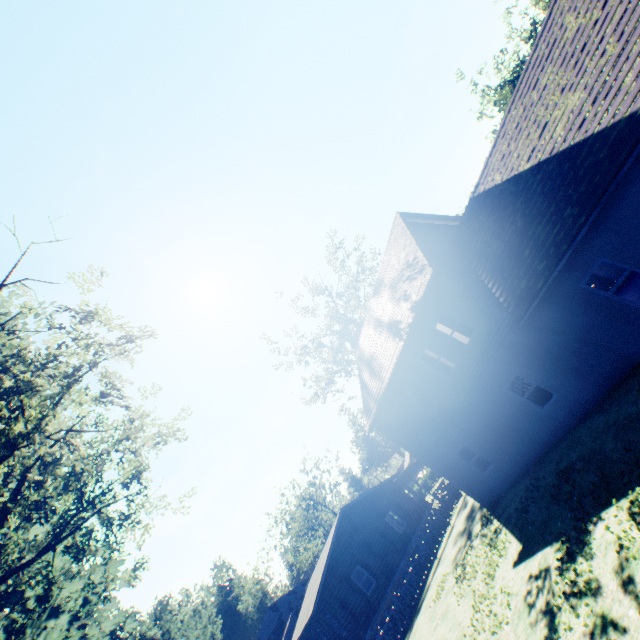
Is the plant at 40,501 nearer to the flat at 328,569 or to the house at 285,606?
the house at 285,606

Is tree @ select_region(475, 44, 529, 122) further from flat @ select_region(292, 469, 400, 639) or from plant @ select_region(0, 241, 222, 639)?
flat @ select_region(292, 469, 400, 639)

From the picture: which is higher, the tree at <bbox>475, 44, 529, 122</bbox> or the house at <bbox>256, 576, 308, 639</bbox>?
the tree at <bbox>475, 44, 529, 122</bbox>

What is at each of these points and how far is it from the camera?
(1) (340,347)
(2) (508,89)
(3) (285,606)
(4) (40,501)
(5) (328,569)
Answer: (1) tree, 33.8m
(2) tree, 34.7m
(3) house, 46.6m
(4) plant, 10.0m
(5) flat, 23.1m

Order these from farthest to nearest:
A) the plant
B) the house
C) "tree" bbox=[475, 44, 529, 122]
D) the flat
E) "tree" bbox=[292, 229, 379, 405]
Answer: the house, "tree" bbox=[475, 44, 529, 122], "tree" bbox=[292, 229, 379, 405], the flat, the plant

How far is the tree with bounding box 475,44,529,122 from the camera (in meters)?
33.12

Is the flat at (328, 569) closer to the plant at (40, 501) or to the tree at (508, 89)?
the plant at (40, 501)
